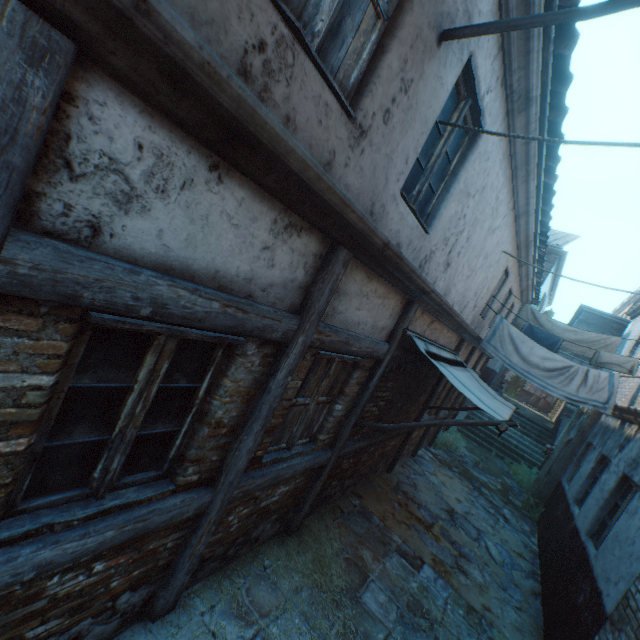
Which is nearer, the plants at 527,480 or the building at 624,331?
the plants at 527,480

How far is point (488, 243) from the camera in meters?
5.8

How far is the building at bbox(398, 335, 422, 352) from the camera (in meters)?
4.73

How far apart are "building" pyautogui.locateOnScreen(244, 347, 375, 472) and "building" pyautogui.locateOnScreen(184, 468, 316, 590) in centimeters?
24cm

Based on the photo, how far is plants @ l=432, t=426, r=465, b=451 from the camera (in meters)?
11.26

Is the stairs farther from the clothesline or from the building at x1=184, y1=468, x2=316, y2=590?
the building at x1=184, y1=468, x2=316, y2=590

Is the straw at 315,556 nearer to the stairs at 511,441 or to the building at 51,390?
the building at 51,390

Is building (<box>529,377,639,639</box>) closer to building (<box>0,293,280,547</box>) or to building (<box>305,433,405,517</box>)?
building (<box>0,293,280,547</box>)
